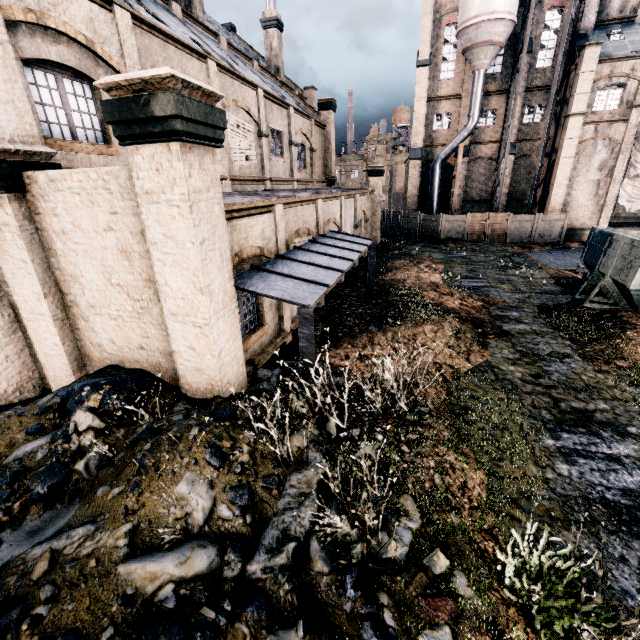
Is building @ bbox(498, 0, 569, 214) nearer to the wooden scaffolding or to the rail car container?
the wooden scaffolding

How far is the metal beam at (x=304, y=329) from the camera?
7.11m

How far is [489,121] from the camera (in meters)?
34.62

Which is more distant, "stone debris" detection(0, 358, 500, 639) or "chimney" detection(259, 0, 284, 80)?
"chimney" detection(259, 0, 284, 80)

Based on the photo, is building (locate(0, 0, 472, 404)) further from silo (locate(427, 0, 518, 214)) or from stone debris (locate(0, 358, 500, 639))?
silo (locate(427, 0, 518, 214))

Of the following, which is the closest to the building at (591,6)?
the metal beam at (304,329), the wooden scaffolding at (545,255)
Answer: the wooden scaffolding at (545,255)

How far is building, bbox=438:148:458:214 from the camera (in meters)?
35.94

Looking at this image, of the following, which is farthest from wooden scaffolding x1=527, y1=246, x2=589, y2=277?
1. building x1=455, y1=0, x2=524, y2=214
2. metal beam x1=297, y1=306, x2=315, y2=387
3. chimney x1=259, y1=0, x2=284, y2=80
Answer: chimney x1=259, y1=0, x2=284, y2=80
